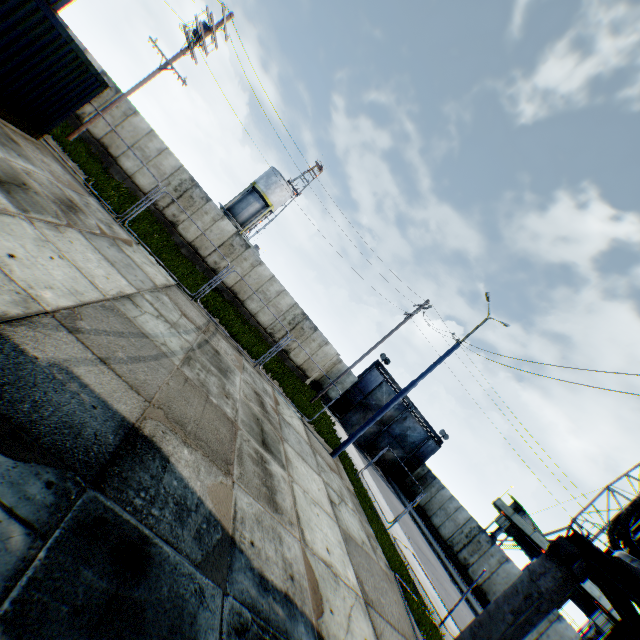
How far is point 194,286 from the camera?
15.2 meters

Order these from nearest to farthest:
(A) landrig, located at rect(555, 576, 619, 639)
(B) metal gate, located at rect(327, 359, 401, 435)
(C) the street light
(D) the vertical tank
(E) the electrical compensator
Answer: (E) the electrical compensator < (C) the street light < (A) landrig, located at rect(555, 576, 619, 639) < (B) metal gate, located at rect(327, 359, 401, 435) < (D) the vertical tank

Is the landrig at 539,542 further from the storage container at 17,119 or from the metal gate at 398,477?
the storage container at 17,119

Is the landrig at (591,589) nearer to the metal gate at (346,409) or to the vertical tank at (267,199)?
the metal gate at (346,409)

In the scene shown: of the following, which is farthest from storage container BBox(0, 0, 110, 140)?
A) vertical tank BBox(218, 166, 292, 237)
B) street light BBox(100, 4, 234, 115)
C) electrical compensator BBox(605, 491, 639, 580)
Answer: vertical tank BBox(218, 166, 292, 237)

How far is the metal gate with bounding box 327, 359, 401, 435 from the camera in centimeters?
2791cm

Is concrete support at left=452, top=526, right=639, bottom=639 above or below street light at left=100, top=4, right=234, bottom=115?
below
